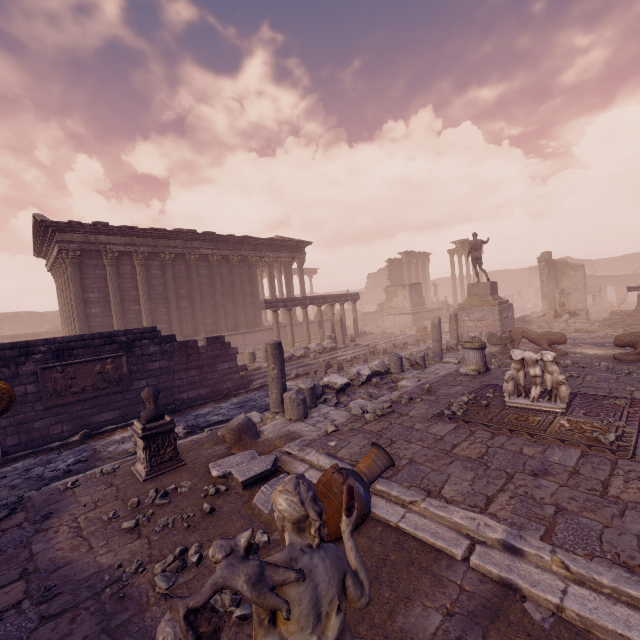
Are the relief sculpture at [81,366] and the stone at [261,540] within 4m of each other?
no

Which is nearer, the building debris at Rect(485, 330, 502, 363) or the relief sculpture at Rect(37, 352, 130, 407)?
the relief sculpture at Rect(37, 352, 130, 407)

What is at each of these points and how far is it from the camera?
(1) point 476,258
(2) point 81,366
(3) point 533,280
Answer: (1) sculpture, 17.8 meters
(2) relief sculpture, 8.8 meters
(3) wall arch, 44.7 meters

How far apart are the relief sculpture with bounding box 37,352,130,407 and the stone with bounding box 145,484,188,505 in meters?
5.4

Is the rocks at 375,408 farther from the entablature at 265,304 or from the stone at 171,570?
the entablature at 265,304

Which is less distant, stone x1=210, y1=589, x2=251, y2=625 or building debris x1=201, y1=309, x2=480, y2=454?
stone x1=210, y1=589, x2=251, y2=625

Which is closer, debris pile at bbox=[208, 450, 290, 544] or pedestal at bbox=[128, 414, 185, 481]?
debris pile at bbox=[208, 450, 290, 544]

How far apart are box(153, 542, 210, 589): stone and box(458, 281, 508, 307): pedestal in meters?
16.7 m
